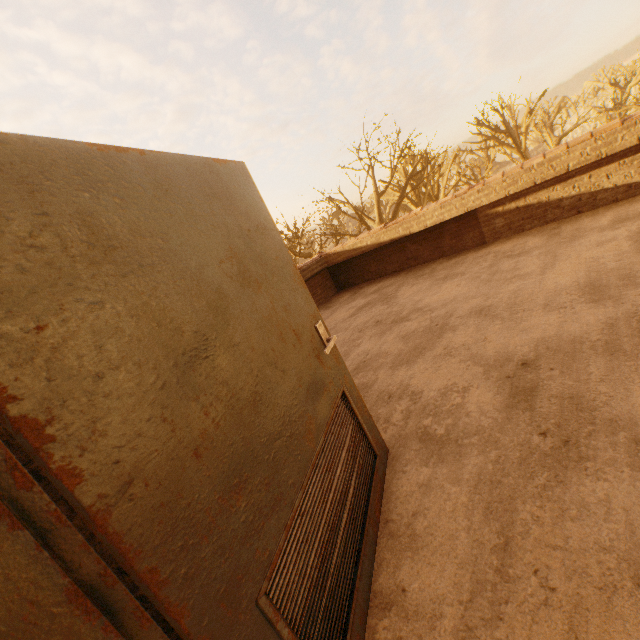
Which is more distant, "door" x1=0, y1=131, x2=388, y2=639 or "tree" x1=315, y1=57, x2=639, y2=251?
"tree" x1=315, y1=57, x2=639, y2=251

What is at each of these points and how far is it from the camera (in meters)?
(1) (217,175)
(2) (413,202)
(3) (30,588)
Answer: (1) door, 1.54
(2) tree, 24.19
(3) door, 0.61

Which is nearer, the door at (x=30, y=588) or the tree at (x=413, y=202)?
the door at (x=30, y=588)
